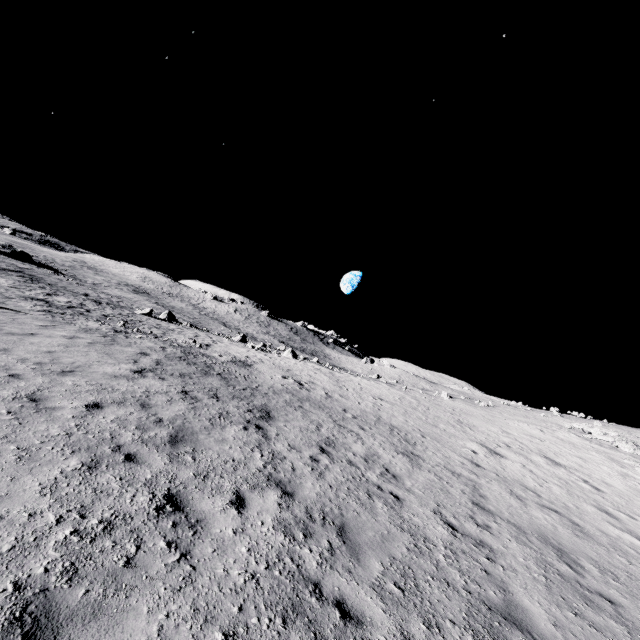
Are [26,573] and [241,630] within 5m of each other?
yes

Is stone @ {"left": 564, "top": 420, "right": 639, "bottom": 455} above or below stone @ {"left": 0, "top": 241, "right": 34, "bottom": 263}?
above

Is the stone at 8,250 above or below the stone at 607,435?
below

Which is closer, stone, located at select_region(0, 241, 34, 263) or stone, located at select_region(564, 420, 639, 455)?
stone, located at select_region(564, 420, 639, 455)

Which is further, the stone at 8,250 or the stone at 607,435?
the stone at 8,250
